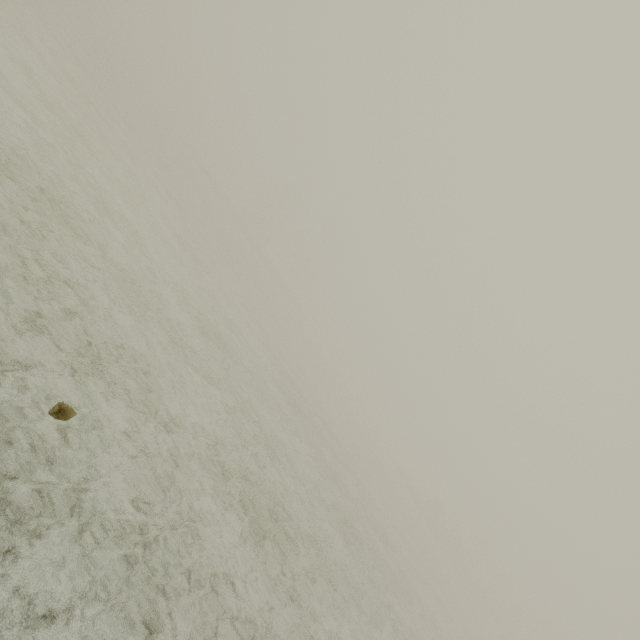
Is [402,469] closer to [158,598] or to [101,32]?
[158,598]
